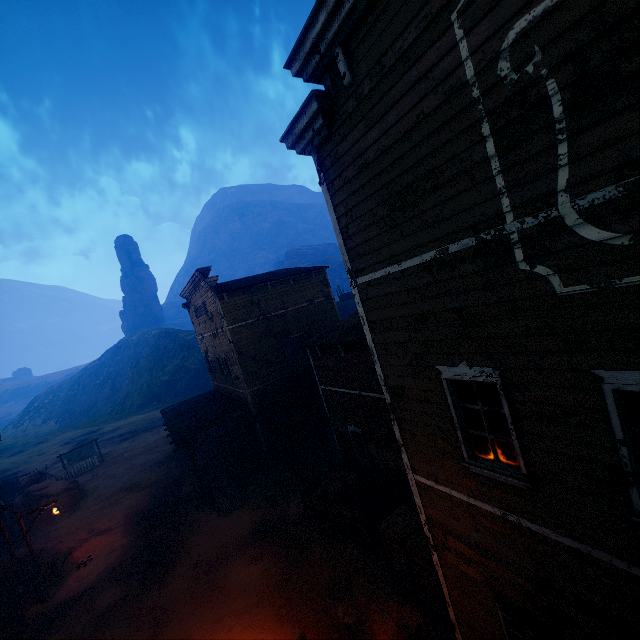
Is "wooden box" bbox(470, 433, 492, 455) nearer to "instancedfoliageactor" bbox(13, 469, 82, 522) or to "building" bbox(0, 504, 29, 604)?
"building" bbox(0, 504, 29, 604)

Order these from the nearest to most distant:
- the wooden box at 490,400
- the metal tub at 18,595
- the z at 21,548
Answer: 1. the wooden box at 490,400
2. the metal tub at 18,595
3. the z at 21,548

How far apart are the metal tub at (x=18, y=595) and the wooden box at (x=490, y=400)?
21.1 meters

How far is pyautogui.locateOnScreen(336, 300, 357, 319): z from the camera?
44.86m

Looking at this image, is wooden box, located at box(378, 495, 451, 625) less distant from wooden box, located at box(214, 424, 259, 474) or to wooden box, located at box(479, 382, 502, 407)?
wooden box, located at box(479, 382, 502, 407)

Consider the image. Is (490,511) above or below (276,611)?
above

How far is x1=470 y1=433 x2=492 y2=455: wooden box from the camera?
5.20m

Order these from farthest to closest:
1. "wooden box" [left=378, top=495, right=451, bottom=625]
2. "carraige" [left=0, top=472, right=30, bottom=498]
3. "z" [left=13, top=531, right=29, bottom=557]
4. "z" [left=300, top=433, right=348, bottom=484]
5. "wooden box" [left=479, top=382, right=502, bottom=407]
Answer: "carraige" [left=0, top=472, right=30, bottom=498], "z" [left=13, top=531, right=29, bottom=557], "z" [left=300, top=433, right=348, bottom=484], "wooden box" [left=378, top=495, right=451, bottom=625], "wooden box" [left=479, top=382, right=502, bottom=407]
